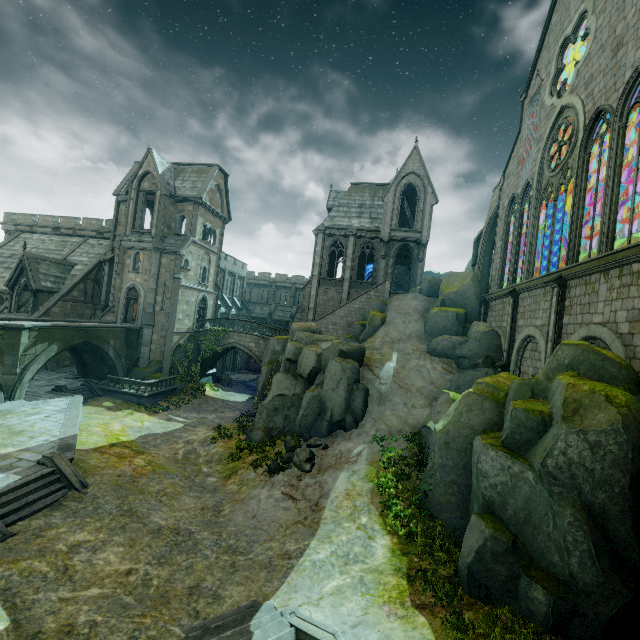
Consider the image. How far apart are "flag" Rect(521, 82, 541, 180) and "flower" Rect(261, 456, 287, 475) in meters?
22.8 m

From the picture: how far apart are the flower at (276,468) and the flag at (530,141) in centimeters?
2275cm

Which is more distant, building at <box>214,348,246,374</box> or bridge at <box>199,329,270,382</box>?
building at <box>214,348,246,374</box>

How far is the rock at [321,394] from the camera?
17.30m

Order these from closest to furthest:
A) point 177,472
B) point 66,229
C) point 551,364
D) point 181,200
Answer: point 551,364 < point 177,472 < point 181,200 < point 66,229

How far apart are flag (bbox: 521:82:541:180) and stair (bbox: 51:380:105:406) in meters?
34.0 m

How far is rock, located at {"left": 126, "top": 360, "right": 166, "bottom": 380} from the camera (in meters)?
27.89

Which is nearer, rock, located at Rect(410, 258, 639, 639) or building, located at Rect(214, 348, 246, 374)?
rock, located at Rect(410, 258, 639, 639)
